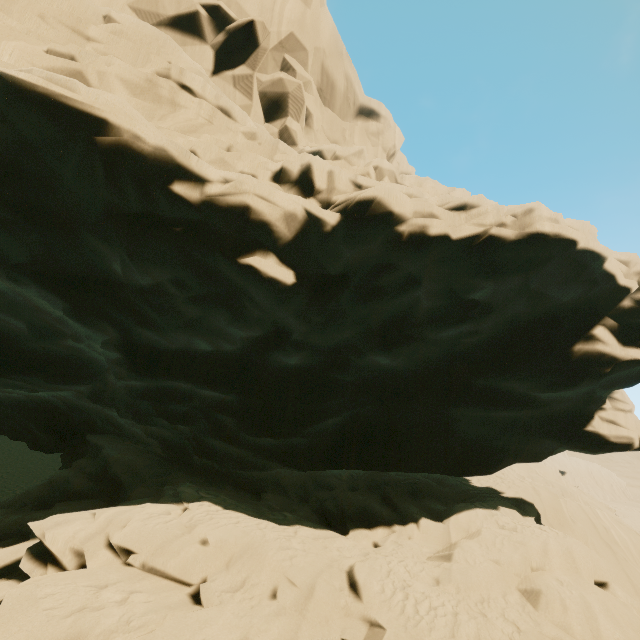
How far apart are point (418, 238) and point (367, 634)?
7.4 meters
